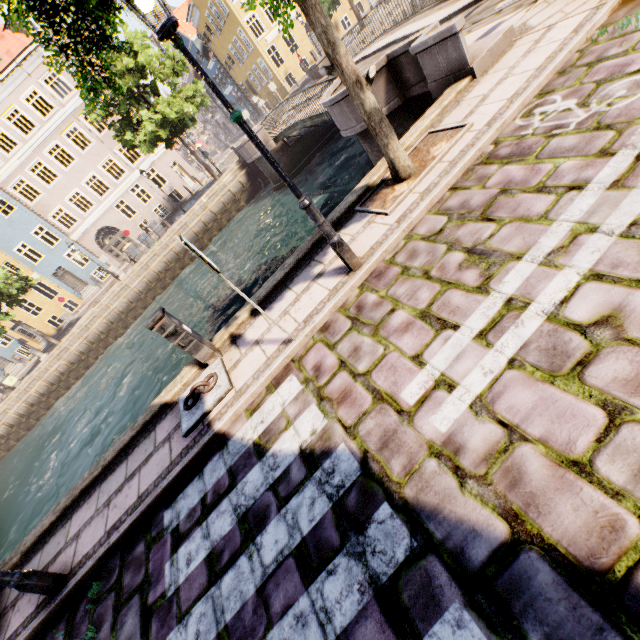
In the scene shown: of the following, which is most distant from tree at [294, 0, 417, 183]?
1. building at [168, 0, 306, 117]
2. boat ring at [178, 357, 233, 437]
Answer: building at [168, 0, 306, 117]

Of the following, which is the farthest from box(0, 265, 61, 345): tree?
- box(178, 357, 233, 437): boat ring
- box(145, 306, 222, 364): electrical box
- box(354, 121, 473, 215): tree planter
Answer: box(178, 357, 233, 437): boat ring

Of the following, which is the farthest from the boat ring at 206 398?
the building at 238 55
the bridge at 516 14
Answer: the building at 238 55

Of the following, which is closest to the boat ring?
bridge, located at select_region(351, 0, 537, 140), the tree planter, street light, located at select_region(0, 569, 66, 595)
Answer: street light, located at select_region(0, 569, 66, 595)

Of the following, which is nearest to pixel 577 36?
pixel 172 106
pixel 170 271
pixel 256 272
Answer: pixel 256 272

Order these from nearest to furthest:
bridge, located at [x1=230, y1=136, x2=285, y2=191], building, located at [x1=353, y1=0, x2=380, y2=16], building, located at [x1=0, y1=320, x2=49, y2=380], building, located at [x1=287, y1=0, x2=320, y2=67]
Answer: bridge, located at [x1=230, y1=136, x2=285, y2=191] < building, located at [x1=0, y1=320, x2=49, y2=380] < building, located at [x1=287, y1=0, x2=320, y2=67] < building, located at [x1=353, y1=0, x2=380, y2=16]

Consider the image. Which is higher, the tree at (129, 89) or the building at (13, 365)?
the tree at (129, 89)

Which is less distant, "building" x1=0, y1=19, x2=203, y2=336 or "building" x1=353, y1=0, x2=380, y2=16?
"building" x1=0, y1=19, x2=203, y2=336
